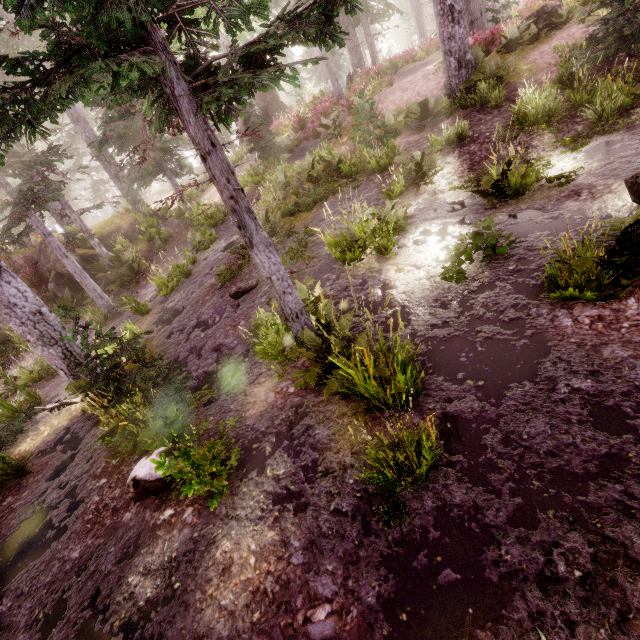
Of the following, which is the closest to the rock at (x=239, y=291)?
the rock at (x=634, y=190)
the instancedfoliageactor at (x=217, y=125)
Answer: the instancedfoliageactor at (x=217, y=125)

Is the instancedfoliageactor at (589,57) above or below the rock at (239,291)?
above

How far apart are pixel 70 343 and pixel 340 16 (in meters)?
30.89

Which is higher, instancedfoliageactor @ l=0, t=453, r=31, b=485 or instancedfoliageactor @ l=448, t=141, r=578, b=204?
instancedfoliageactor @ l=448, t=141, r=578, b=204

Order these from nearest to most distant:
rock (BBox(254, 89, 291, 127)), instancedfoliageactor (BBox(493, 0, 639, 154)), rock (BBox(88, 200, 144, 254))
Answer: instancedfoliageactor (BBox(493, 0, 639, 154)) < rock (BBox(88, 200, 144, 254)) < rock (BBox(254, 89, 291, 127))

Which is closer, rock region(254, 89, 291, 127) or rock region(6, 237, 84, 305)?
rock region(6, 237, 84, 305)

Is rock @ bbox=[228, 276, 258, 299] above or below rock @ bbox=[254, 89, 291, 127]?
below

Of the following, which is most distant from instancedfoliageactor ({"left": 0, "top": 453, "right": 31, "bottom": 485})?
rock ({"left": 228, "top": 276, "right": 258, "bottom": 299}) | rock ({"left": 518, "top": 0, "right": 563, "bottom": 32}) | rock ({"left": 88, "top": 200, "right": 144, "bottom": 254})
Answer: rock ({"left": 518, "top": 0, "right": 563, "bottom": 32})
